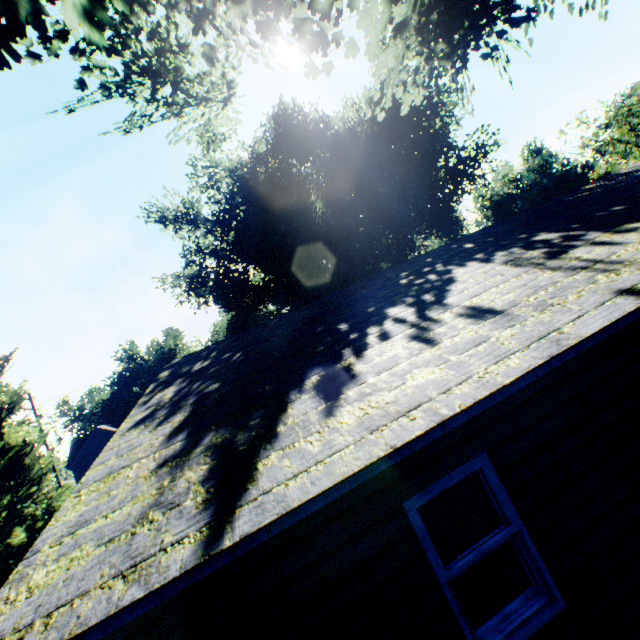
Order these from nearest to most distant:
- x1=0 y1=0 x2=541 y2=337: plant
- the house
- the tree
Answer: the house → x1=0 y1=0 x2=541 y2=337: plant → the tree

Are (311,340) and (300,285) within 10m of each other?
no

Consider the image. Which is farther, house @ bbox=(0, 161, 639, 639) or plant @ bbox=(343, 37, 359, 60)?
plant @ bbox=(343, 37, 359, 60)

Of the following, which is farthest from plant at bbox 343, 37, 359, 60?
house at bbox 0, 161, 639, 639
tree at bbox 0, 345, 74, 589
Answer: house at bbox 0, 161, 639, 639

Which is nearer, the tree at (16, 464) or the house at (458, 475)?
the house at (458, 475)

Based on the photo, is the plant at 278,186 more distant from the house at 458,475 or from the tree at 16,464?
the house at 458,475

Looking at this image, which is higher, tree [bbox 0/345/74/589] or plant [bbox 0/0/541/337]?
plant [bbox 0/0/541/337]
